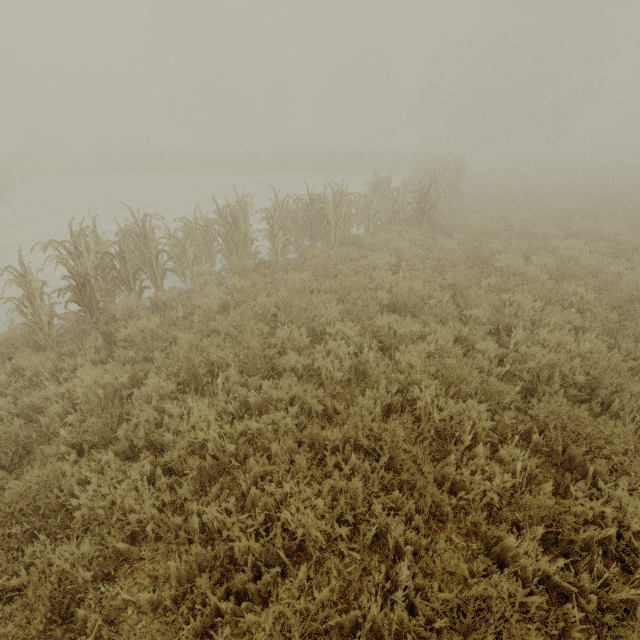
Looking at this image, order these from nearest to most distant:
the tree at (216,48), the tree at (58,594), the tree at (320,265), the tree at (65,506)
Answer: the tree at (58,594)
the tree at (65,506)
the tree at (216,48)
the tree at (320,265)

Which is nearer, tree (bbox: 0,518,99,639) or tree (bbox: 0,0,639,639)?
tree (bbox: 0,518,99,639)

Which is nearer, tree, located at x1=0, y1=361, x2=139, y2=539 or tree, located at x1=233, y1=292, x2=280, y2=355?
tree, located at x1=0, y1=361, x2=139, y2=539

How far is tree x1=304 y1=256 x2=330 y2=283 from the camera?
7.3 meters

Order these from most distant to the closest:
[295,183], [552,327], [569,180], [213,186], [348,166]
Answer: [348,166]
[295,183]
[213,186]
[569,180]
[552,327]

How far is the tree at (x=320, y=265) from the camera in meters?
7.3 m
